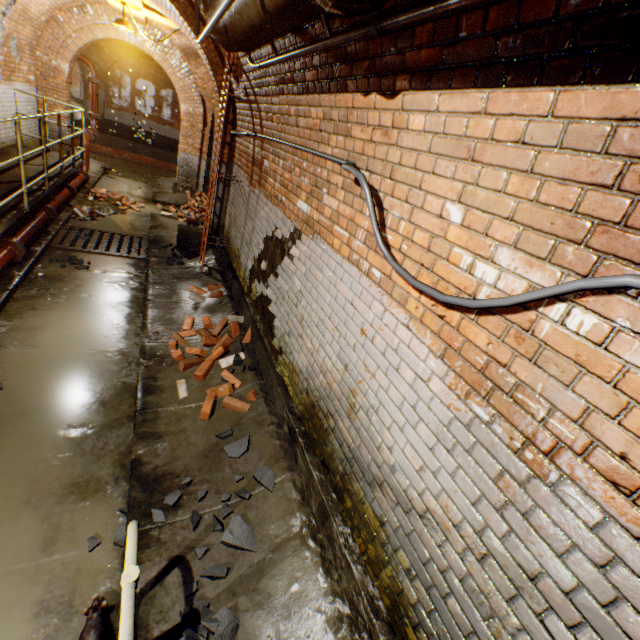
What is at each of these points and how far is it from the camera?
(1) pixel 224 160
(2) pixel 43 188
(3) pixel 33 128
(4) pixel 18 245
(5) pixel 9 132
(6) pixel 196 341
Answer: (1) wall archway, 6.8 meters
(2) walkway, 6.0 meters
(3) building tunnel, 9.2 meters
(4) pipe end, 4.8 meters
(5) building tunnel, 7.8 meters
(6) building tunnel, 4.6 meters

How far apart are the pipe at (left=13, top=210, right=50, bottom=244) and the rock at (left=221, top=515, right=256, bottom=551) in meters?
5.1

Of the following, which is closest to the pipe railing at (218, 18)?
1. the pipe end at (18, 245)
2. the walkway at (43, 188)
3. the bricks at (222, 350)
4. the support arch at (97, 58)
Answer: the walkway at (43, 188)

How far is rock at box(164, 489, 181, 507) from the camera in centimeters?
267cm

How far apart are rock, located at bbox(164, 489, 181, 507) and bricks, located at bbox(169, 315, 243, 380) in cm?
132

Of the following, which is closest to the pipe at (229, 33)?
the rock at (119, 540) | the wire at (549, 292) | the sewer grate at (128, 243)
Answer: the wire at (549, 292)

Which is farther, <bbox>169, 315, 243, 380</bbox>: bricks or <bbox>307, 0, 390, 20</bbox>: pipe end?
<bbox>169, 315, 243, 380</bbox>: bricks

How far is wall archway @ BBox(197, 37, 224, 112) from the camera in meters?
5.8
